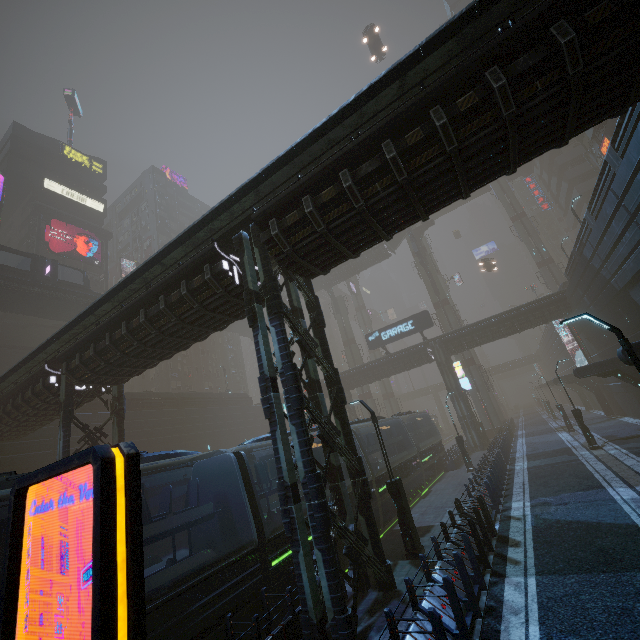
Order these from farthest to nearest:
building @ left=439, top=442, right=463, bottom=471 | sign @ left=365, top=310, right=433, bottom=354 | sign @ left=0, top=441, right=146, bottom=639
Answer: sign @ left=365, top=310, right=433, bottom=354 → building @ left=439, top=442, right=463, bottom=471 → sign @ left=0, top=441, right=146, bottom=639

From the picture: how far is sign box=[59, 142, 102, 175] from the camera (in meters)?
48.79

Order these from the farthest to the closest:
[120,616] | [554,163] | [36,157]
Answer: [554,163] < [36,157] < [120,616]

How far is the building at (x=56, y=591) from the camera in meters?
13.5 m

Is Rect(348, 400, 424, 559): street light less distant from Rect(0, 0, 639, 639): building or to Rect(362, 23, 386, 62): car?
Rect(0, 0, 639, 639): building

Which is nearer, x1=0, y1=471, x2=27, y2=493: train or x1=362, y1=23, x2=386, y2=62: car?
x1=0, y1=471, x2=27, y2=493: train

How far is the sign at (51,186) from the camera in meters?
44.3

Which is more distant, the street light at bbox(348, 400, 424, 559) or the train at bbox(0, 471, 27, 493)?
the street light at bbox(348, 400, 424, 559)
